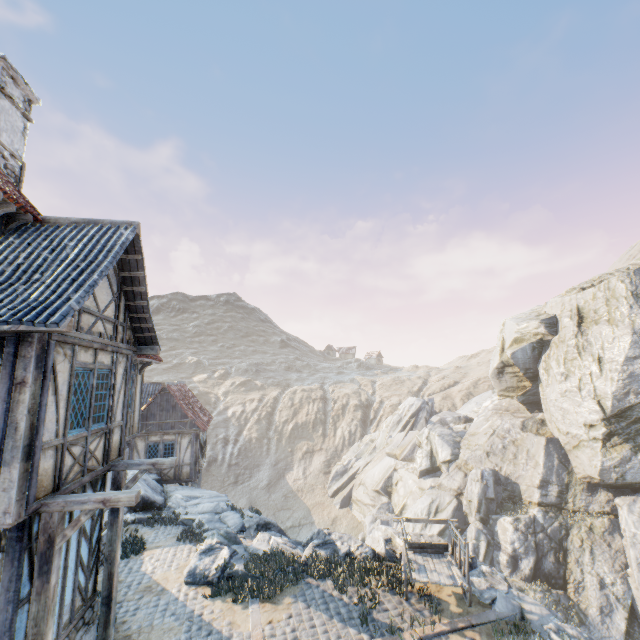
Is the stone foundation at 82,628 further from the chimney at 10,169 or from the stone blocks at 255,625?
the chimney at 10,169

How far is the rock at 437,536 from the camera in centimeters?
1143cm

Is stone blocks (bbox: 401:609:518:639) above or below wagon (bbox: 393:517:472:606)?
below

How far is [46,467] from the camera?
5.7m

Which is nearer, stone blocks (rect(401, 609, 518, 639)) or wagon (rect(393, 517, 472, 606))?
stone blocks (rect(401, 609, 518, 639))

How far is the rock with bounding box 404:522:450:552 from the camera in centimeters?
1143cm

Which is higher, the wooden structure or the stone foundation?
the wooden structure

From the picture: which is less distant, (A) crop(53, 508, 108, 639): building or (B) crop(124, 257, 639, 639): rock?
(A) crop(53, 508, 108, 639): building
